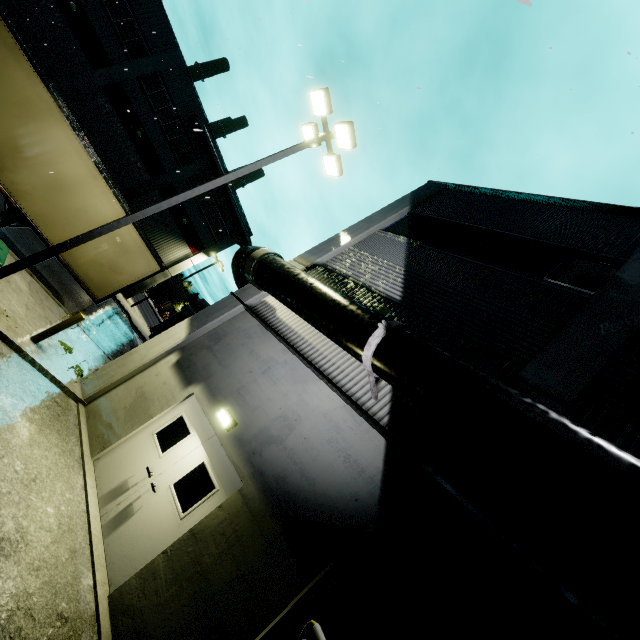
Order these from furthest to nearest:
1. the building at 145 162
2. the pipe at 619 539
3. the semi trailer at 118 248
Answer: the building at 145 162 → the semi trailer at 118 248 → the pipe at 619 539

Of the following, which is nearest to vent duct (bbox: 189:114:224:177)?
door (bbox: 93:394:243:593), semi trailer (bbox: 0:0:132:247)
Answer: semi trailer (bbox: 0:0:132:247)

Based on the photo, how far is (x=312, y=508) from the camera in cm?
531

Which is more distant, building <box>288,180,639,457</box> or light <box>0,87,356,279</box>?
light <box>0,87,356,279</box>

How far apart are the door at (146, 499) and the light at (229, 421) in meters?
0.2 m

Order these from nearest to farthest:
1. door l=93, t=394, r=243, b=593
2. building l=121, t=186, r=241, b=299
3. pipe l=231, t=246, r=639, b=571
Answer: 1. pipe l=231, t=246, r=639, b=571
2. door l=93, t=394, r=243, b=593
3. building l=121, t=186, r=241, b=299

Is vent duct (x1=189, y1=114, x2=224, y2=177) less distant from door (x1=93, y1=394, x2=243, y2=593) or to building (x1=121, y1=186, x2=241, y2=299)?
building (x1=121, y1=186, x2=241, y2=299)
